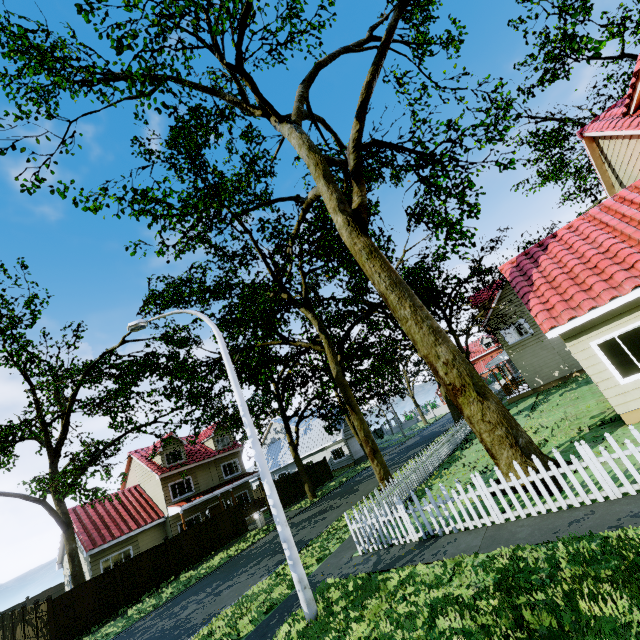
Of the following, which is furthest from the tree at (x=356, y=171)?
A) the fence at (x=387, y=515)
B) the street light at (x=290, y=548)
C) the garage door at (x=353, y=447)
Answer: the street light at (x=290, y=548)

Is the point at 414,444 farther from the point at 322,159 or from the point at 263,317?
the point at 322,159

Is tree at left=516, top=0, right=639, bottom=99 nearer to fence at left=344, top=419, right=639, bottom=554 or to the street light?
fence at left=344, top=419, right=639, bottom=554

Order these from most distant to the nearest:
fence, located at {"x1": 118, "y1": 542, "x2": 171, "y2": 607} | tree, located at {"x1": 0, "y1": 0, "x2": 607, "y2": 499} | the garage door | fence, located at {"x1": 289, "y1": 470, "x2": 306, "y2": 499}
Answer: the garage door, fence, located at {"x1": 289, "y1": 470, "x2": 306, "y2": 499}, fence, located at {"x1": 118, "y1": 542, "x2": 171, "y2": 607}, tree, located at {"x1": 0, "y1": 0, "x2": 607, "y2": 499}

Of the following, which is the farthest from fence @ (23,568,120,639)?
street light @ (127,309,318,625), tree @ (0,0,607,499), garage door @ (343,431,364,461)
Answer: garage door @ (343,431,364,461)

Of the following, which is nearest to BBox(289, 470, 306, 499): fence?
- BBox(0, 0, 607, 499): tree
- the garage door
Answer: BBox(0, 0, 607, 499): tree

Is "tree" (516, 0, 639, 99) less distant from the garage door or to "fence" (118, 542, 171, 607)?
"fence" (118, 542, 171, 607)

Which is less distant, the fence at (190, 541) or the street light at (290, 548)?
the street light at (290, 548)
